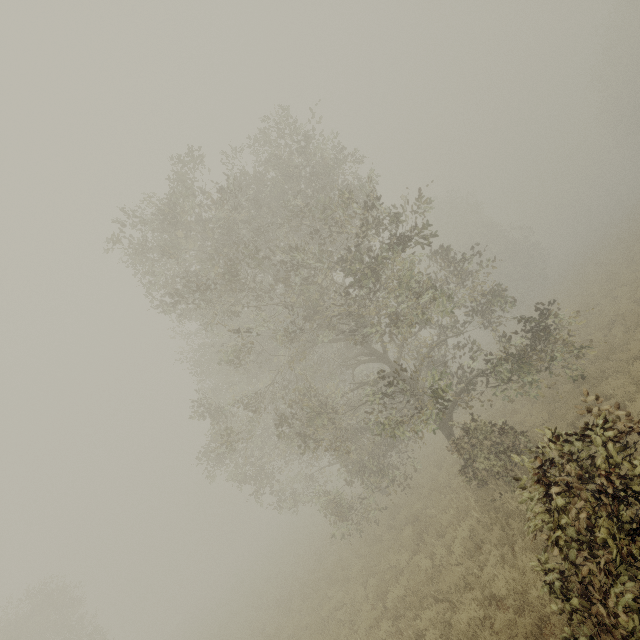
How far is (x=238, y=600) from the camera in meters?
29.2
